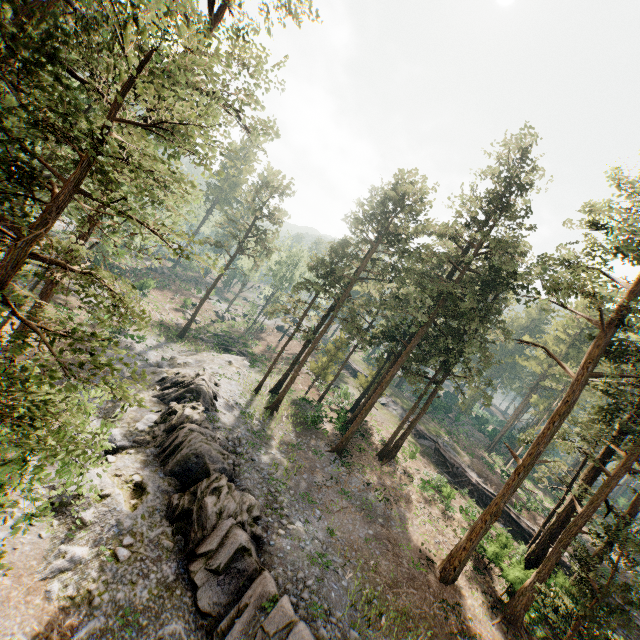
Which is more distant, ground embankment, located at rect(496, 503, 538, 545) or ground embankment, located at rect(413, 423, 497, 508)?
ground embankment, located at rect(413, 423, 497, 508)

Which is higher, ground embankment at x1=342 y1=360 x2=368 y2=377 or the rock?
ground embankment at x1=342 y1=360 x2=368 y2=377

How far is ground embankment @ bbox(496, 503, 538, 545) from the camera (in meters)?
30.17

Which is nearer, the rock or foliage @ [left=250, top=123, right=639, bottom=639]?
the rock

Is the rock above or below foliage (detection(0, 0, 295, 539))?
below

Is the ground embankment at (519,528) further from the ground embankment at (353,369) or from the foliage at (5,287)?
the ground embankment at (353,369)

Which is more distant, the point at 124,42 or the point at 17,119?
the point at 17,119

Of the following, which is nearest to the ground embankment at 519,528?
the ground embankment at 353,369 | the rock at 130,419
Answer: the ground embankment at 353,369
